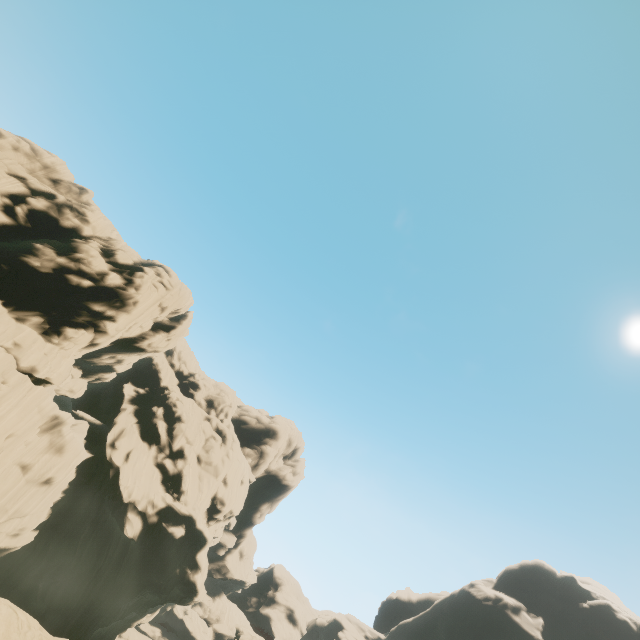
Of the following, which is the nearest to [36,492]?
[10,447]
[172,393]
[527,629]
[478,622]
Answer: [10,447]

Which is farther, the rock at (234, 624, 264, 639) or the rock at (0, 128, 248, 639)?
the rock at (234, 624, 264, 639)

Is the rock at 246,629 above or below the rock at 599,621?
below

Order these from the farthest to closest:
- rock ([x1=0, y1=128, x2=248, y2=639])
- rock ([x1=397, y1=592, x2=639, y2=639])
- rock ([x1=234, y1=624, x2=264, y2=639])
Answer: rock ([x1=397, y1=592, x2=639, y2=639])
rock ([x1=234, y1=624, x2=264, y2=639])
rock ([x1=0, y1=128, x2=248, y2=639])

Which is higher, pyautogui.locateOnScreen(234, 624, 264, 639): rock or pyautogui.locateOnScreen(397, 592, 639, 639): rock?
pyautogui.locateOnScreen(397, 592, 639, 639): rock

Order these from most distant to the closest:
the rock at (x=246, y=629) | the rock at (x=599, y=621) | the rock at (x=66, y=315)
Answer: the rock at (x=599, y=621) < the rock at (x=246, y=629) < the rock at (x=66, y=315)
